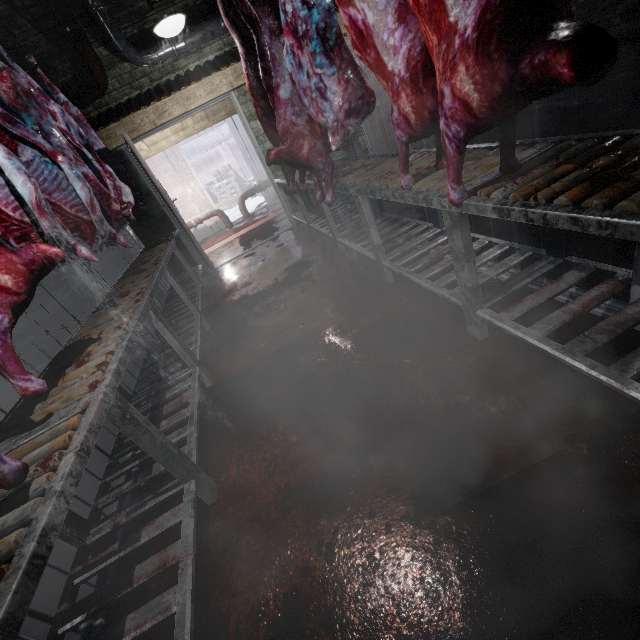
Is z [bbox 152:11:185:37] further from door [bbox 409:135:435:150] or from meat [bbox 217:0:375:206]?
door [bbox 409:135:435:150]

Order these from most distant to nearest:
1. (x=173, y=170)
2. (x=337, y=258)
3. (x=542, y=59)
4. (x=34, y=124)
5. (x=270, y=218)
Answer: (x=173, y=170) < (x=270, y=218) < (x=337, y=258) < (x=34, y=124) < (x=542, y=59)

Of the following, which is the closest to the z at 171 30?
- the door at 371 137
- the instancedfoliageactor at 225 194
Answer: the door at 371 137

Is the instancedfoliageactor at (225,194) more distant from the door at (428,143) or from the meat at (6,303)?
the meat at (6,303)

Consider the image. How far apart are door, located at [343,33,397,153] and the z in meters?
2.2 m

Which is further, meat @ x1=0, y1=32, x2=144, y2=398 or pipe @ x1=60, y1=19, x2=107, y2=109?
pipe @ x1=60, y1=19, x2=107, y2=109

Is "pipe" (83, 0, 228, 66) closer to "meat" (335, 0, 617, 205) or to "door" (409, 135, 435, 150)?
"door" (409, 135, 435, 150)

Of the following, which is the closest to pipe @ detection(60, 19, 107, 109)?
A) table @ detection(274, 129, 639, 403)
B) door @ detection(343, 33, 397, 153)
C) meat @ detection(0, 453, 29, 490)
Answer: door @ detection(343, 33, 397, 153)
